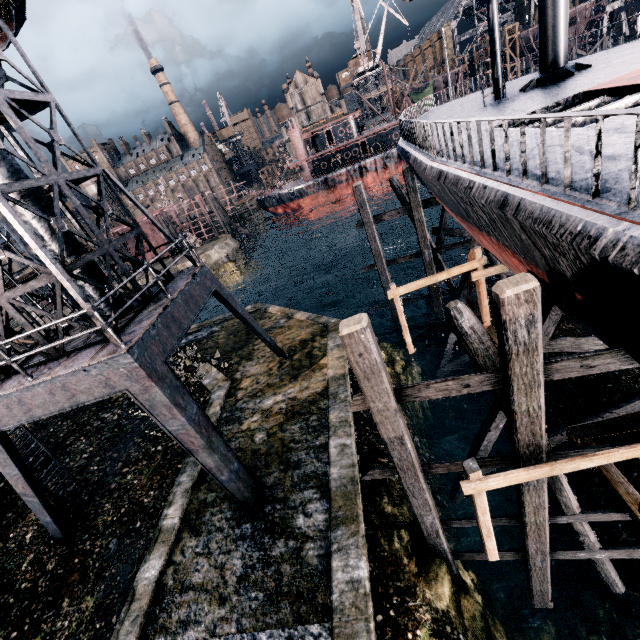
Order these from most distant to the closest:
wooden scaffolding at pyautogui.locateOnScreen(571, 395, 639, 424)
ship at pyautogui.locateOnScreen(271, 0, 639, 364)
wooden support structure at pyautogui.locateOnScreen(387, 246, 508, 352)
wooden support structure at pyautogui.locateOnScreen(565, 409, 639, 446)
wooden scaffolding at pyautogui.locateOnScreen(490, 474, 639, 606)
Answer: wooden support structure at pyautogui.locateOnScreen(387, 246, 508, 352) → wooden scaffolding at pyautogui.locateOnScreen(571, 395, 639, 424) → wooden scaffolding at pyautogui.locateOnScreen(490, 474, 639, 606) → wooden support structure at pyautogui.locateOnScreen(565, 409, 639, 446) → ship at pyautogui.locateOnScreen(271, 0, 639, 364)

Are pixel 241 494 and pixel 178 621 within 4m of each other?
yes

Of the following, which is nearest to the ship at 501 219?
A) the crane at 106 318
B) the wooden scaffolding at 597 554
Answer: the wooden scaffolding at 597 554

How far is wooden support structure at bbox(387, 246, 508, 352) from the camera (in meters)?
13.78

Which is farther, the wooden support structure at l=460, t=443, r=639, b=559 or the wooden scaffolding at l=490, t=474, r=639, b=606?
the wooden scaffolding at l=490, t=474, r=639, b=606

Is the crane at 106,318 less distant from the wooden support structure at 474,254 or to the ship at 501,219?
the wooden support structure at 474,254

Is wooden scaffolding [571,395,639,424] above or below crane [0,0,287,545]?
below

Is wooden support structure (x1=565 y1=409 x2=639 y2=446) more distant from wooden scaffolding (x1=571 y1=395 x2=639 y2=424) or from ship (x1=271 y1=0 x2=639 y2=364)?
wooden scaffolding (x1=571 y1=395 x2=639 y2=424)
